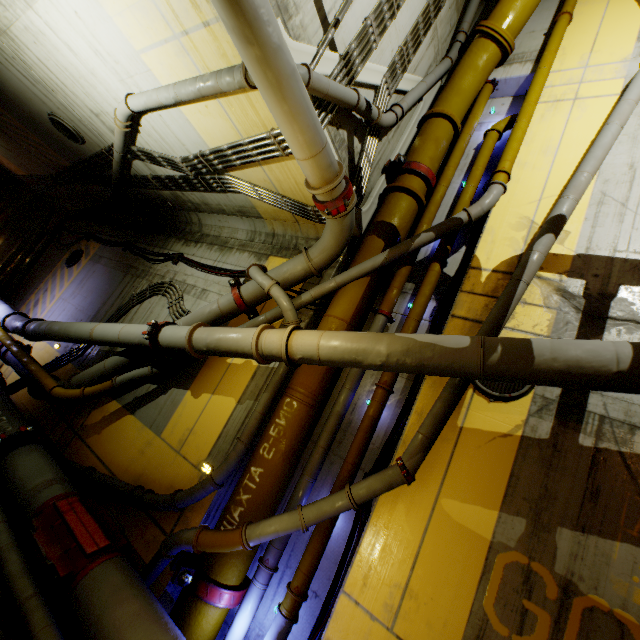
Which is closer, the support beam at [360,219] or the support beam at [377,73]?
the support beam at [377,73]

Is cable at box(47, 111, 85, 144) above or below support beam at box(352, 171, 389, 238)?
below

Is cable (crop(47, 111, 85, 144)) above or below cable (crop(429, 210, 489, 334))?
above

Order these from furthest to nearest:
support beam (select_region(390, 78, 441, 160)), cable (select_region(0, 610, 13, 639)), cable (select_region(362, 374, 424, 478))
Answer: support beam (select_region(390, 78, 441, 160))
cable (select_region(362, 374, 424, 478))
cable (select_region(0, 610, 13, 639))

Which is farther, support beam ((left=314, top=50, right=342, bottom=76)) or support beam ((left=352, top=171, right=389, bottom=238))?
support beam ((left=352, top=171, right=389, bottom=238))

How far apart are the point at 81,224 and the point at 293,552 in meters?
14.9 m

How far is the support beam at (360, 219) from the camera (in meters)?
6.41

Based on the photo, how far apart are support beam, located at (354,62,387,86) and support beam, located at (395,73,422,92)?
0.3m
